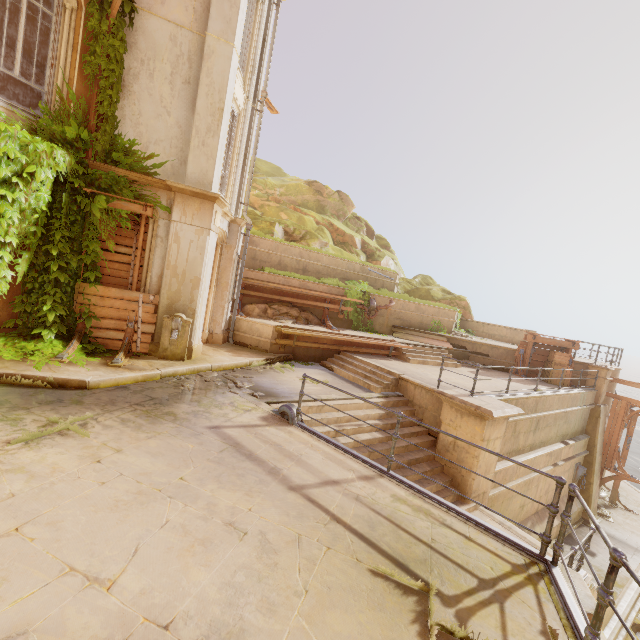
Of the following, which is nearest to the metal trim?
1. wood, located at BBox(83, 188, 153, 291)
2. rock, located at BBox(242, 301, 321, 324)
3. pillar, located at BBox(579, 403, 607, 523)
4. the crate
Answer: wood, located at BBox(83, 188, 153, 291)

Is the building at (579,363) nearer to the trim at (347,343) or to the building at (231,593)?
the building at (231,593)

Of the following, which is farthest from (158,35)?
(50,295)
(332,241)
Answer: (332,241)

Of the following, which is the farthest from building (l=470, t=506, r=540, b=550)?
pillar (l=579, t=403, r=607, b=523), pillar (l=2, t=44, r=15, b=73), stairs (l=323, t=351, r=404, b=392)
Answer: pillar (l=2, t=44, r=15, b=73)

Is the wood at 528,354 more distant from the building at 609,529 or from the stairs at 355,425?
the stairs at 355,425

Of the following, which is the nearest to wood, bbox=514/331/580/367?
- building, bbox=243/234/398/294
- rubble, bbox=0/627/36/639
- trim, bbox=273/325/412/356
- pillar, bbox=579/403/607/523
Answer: building, bbox=243/234/398/294

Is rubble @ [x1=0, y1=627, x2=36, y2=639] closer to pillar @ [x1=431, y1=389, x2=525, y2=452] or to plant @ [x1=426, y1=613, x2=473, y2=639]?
plant @ [x1=426, y1=613, x2=473, y2=639]

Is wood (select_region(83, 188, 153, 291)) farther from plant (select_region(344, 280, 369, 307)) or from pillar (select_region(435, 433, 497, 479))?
plant (select_region(344, 280, 369, 307))
